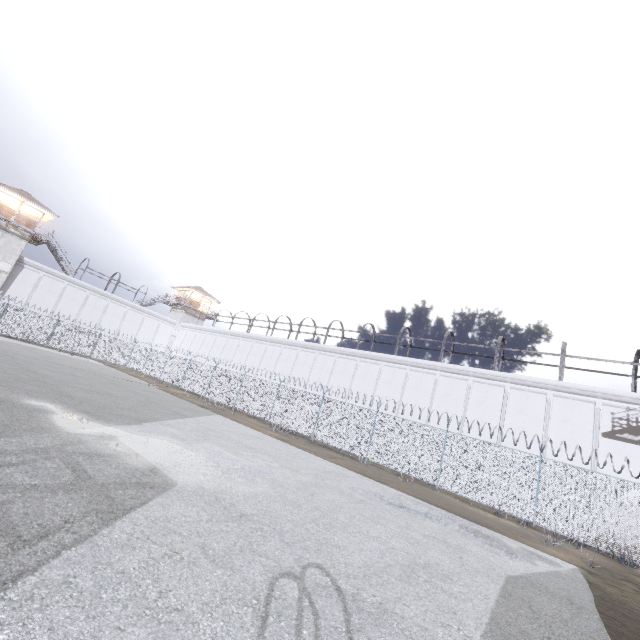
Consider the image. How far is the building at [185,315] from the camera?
49.8m

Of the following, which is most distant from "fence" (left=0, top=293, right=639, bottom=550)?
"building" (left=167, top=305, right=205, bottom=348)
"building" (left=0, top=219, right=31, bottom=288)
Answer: "building" (left=167, top=305, right=205, bottom=348)

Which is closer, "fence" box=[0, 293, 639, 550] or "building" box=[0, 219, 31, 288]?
"fence" box=[0, 293, 639, 550]

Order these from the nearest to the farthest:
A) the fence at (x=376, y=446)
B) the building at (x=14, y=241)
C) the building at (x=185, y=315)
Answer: the fence at (x=376, y=446), the building at (x=14, y=241), the building at (x=185, y=315)

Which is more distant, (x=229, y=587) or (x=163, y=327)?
(x=163, y=327)

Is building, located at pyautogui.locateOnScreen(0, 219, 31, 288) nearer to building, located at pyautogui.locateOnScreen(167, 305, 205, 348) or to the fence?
the fence

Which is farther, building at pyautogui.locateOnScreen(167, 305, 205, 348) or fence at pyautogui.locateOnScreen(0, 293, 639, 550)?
building at pyautogui.locateOnScreen(167, 305, 205, 348)
